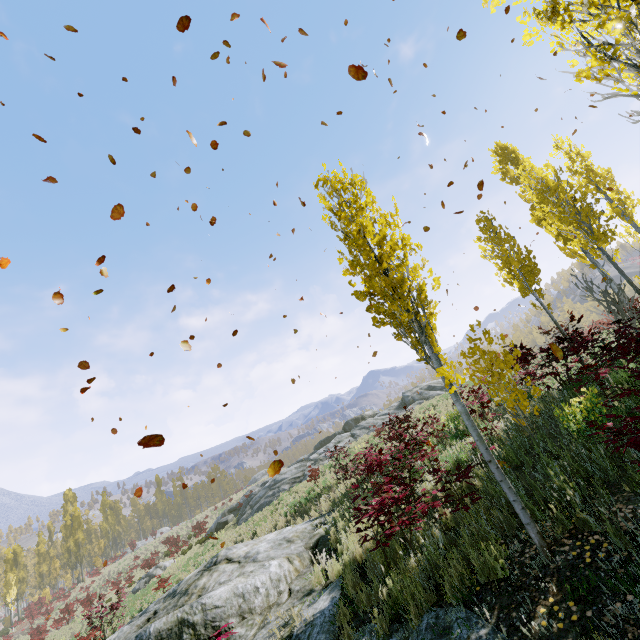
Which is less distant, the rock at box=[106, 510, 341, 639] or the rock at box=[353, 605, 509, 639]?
the rock at box=[353, 605, 509, 639]

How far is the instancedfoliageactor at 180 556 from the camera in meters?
16.5

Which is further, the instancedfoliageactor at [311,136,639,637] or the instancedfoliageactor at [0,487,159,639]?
the instancedfoliageactor at [0,487,159,639]

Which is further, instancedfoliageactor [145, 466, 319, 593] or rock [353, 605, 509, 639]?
instancedfoliageactor [145, 466, 319, 593]

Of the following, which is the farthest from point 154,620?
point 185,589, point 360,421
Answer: point 360,421

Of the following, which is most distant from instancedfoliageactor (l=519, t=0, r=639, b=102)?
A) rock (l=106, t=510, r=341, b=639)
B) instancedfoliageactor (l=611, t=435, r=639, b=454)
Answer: rock (l=106, t=510, r=341, b=639)

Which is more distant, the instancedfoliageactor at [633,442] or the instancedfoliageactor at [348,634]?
the instancedfoliageactor at [348,634]
